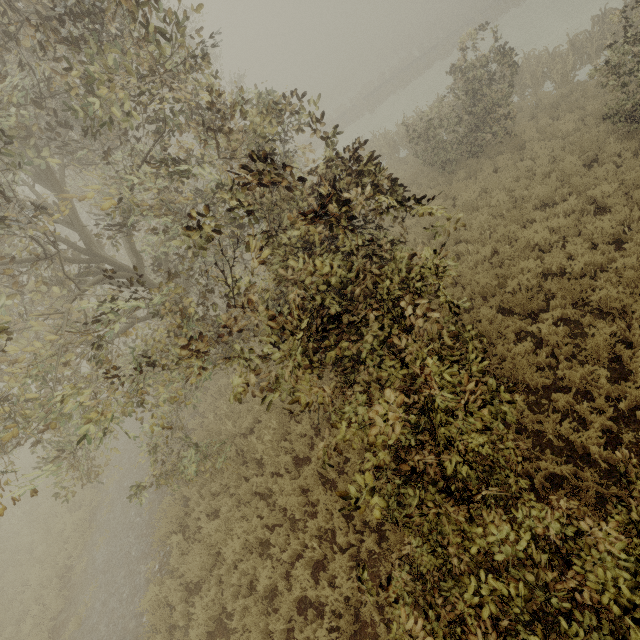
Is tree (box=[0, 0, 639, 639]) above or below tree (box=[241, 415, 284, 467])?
above

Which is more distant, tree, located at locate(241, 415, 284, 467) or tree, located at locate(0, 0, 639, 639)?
tree, located at locate(241, 415, 284, 467)

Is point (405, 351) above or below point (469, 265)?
above

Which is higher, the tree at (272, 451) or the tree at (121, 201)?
the tree at (121, 201)

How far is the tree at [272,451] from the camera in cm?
841

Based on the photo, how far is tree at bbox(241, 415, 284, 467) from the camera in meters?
8.4
